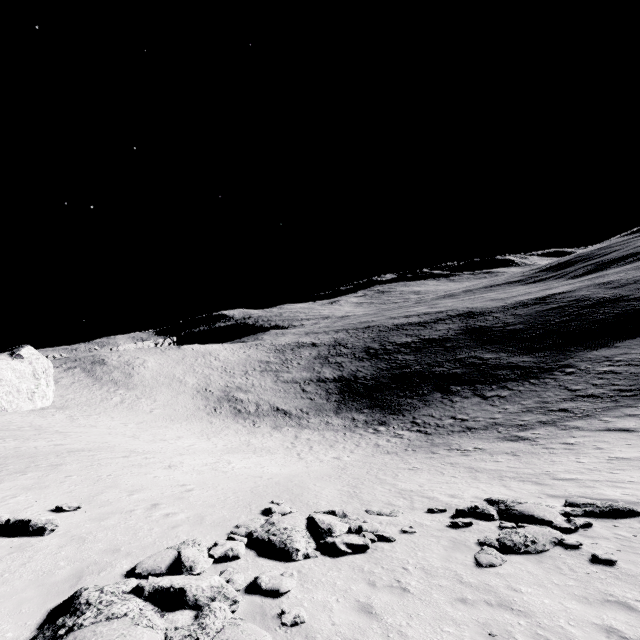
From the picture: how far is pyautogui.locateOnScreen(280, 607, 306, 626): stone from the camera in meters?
5.7 m

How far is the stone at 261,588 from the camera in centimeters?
663cm

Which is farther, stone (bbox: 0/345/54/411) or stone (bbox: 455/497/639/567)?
stone (bbox: 0/345/54/411)

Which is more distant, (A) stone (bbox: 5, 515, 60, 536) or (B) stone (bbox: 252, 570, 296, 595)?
(A) stone (bbox: 5, 515, 60, 536)

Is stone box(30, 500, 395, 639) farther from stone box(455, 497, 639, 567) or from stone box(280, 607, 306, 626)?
stone box(455, 497, 639, 567)

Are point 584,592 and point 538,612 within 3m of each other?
yes

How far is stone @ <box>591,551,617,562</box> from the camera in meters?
7.6 m

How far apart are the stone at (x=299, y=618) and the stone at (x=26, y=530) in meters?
7.0
